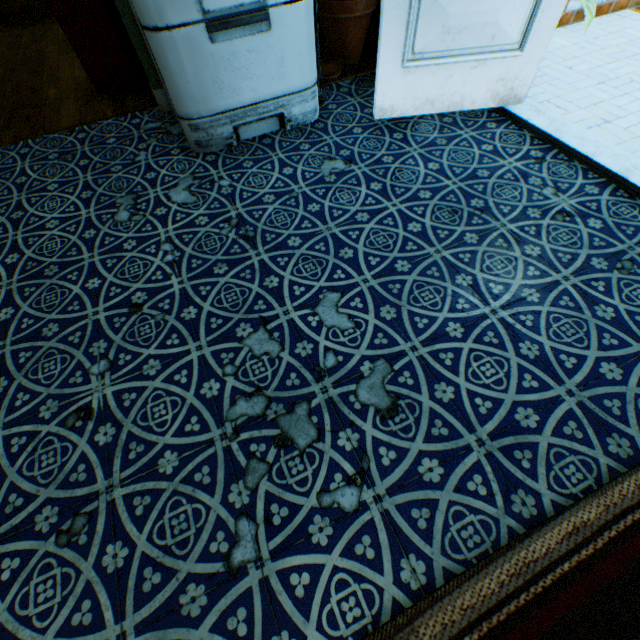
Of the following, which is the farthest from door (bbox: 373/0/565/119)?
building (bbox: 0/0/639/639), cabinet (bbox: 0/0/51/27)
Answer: cabinet (bbox: 0/0/51/27)

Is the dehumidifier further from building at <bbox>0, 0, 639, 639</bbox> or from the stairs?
the stairs

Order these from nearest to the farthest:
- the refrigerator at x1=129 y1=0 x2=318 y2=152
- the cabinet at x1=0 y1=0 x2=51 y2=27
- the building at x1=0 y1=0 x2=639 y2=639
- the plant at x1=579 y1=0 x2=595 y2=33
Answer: the building at x1=0 y1=0 x2=639 y2=639, the refrigerator at x1=129 y1=0 x2=318 y2=152, the plant at x1=579 y1=0 x2=595 y2=33, the cabinet at x1=0 y1=0 x2=51 y2=27

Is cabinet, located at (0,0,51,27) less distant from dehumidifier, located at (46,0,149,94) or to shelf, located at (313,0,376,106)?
dehumidifier, located at (46,0,149,94)

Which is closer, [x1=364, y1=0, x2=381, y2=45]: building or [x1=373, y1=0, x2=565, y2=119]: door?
[x1=373, y1=0, x2=565, y2=119]: door

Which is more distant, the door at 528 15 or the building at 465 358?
the door at 528 15

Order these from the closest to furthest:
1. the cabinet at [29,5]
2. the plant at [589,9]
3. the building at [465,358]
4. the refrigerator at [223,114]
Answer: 1. the building at [465,358]
2. the refrigerator at [223,114]
3. the plant at [589,9]
4. the cabinet at [29,5]

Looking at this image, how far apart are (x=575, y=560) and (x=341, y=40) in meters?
3.5
